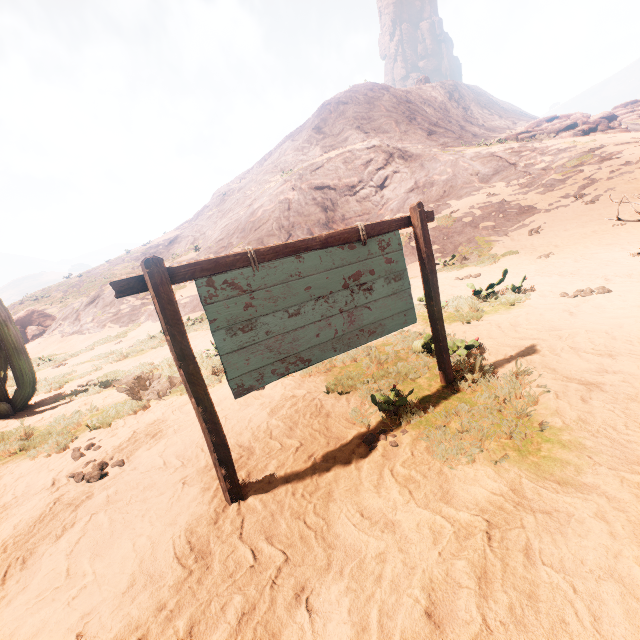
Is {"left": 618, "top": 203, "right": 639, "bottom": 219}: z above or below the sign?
below

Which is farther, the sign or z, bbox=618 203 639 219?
z, bbox=618 203 639 219

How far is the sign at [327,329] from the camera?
2.7 meters

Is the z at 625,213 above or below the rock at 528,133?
below

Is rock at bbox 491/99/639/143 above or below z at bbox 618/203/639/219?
above

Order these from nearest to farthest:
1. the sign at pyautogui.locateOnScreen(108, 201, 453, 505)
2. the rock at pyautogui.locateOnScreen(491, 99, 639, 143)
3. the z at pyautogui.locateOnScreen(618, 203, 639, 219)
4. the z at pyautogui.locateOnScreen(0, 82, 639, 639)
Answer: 1. the z at pyautogui.locateOnScreen(0, 82, 639, 639)
2. the sign at pyautogui.locateOnScreen(108, 201, 453, 505)
3. the z at pyautogui.locateOnScreen(618, 203, 639, 219)
4. the rock at pyautogui.locateOnScreen(491, 99, 639, 143)

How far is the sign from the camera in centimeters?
266cm

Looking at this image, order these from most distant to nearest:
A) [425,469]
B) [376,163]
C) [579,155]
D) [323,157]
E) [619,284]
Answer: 1. [323,157]
2. [376,163]
3. [579,155]
4. [619,284]
5. [425,469]
